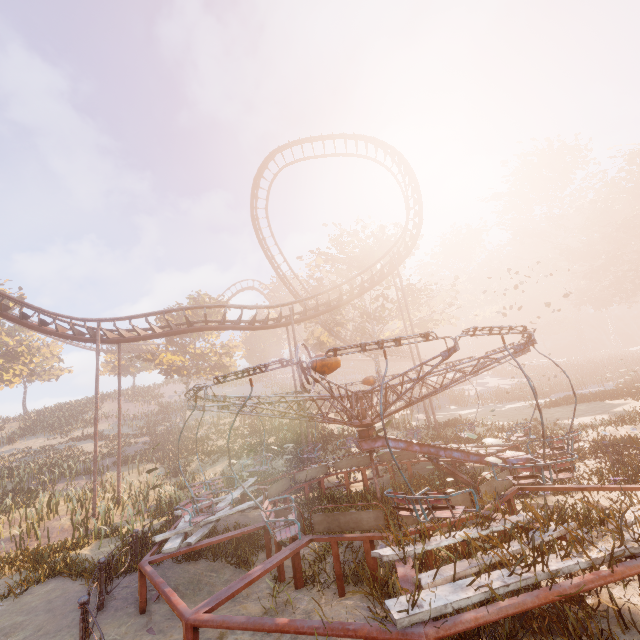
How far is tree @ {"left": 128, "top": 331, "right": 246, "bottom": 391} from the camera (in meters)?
34.47

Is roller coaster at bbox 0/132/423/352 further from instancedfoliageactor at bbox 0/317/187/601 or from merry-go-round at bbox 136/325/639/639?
merry-go-round at bbox 136/325/639/639

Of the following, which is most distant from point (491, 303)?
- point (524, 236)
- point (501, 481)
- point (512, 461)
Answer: point (501, 481)

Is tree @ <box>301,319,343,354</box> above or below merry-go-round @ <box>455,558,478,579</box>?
above

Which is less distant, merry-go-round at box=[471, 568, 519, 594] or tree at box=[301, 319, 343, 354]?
merry-go-round at box=[471, 568, 519, 594]

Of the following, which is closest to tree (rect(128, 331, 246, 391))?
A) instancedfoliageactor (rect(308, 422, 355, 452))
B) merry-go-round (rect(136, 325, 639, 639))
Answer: instancedfoliageactor (rect(308, 422, 355, 452))

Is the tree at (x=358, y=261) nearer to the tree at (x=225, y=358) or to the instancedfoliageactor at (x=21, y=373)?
the tree at (x=225, y=358)

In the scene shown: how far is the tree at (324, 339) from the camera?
30.7m
